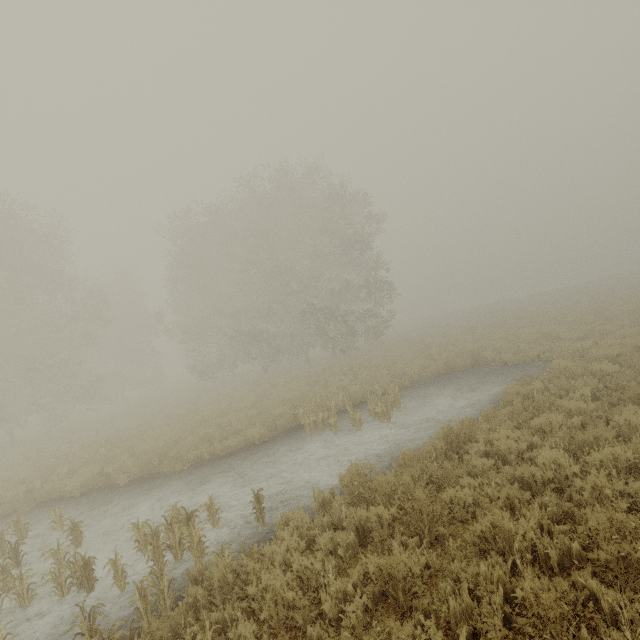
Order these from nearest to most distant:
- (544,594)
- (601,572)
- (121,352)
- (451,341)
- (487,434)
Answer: (544,594)
(601,572)
(487,434)
(451,341)
(121,352)
